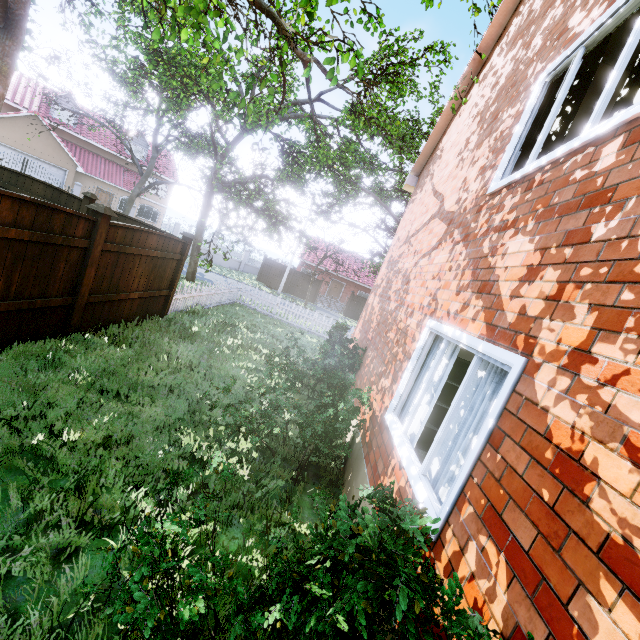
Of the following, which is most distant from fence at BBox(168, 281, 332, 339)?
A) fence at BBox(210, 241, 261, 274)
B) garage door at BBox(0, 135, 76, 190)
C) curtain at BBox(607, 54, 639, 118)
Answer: curtain at BBox(607, 54, 639, 118)

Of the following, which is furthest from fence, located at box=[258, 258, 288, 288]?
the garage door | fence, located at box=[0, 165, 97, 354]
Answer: the garage door

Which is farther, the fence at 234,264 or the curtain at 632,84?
the fence at 234,264

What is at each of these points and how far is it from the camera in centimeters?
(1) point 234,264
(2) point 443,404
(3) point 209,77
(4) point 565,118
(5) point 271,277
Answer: (1) fence, 3366cm
(2) bookshelf, 533cm
(3) tree, 931cm
(4) curtain, 307cm
(5) fence, 3123cm

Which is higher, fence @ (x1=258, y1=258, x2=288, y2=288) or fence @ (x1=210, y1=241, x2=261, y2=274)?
fence @ (x1=258, y1=258, x2=288, y2=288)

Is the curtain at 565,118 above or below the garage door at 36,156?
above

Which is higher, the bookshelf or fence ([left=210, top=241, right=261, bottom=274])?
the bookshelf

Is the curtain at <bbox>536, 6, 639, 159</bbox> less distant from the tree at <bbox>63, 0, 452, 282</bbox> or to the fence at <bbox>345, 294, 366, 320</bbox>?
the tree at <bbox>63, 0, 452, 282</bbox>
